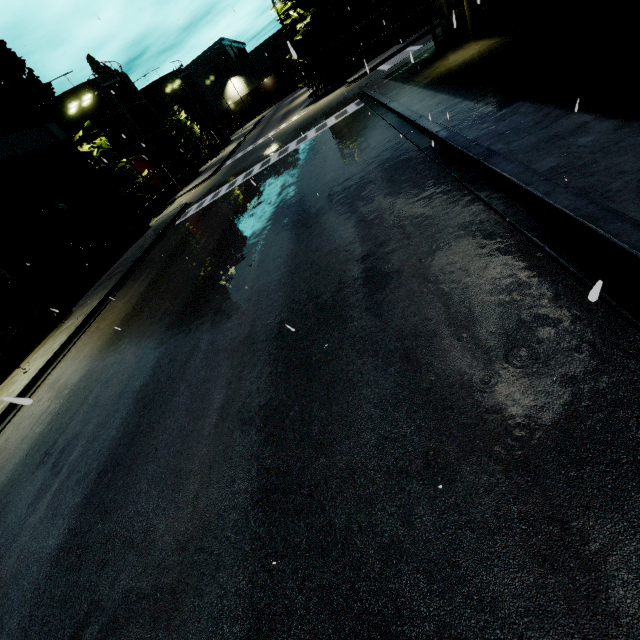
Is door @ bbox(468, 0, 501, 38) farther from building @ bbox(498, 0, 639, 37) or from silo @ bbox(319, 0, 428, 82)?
silo @ bbox(319, 0, 428, 82)

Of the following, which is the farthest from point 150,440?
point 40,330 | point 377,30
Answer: point 377,30

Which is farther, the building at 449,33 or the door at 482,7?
the building at 449,33

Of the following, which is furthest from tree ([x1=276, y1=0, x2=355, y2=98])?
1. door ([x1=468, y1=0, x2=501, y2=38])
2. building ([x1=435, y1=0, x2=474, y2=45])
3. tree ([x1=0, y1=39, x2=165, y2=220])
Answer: door ([x1=468, y1=0, x2=501, y2=38])

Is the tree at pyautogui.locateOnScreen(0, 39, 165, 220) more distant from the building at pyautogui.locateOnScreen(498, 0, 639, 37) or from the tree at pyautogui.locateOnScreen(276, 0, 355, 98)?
the tree at pyautogui.locateOnScreen(276, 0, 355, 98)

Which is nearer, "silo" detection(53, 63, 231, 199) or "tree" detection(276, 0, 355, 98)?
"tree" detection(276, 0, 355, 98)

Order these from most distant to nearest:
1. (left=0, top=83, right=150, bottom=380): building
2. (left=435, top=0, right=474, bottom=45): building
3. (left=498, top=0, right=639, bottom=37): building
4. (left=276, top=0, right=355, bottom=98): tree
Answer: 1. (left=276, top=0, right=355, bottom=98): tree
2. (left=0, top=83, right=150, bottom=380): building
3. (left=435, top=0, right=474, bottom=45): building
4. (left=498, top=0, right=639, bottom=37): building

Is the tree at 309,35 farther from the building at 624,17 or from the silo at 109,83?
the silo at 109,83
